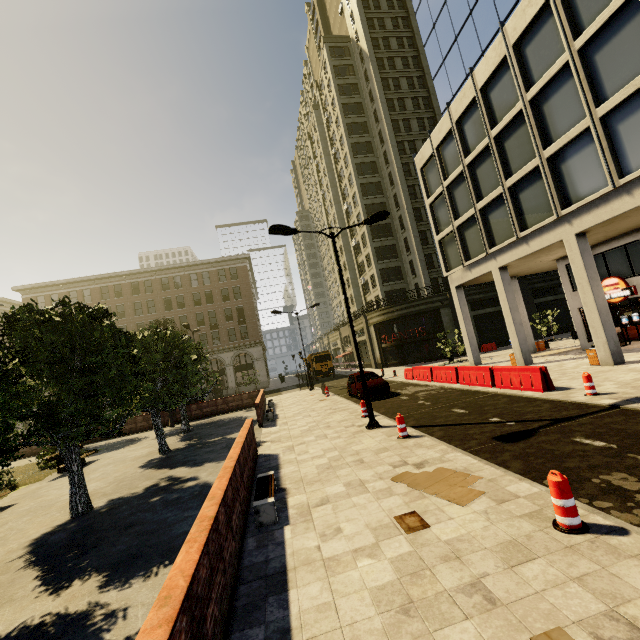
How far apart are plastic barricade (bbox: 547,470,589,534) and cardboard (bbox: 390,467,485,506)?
1.2m

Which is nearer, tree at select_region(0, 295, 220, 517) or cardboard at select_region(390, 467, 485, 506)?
cardboard at select_region(390, 467, 485, 506)

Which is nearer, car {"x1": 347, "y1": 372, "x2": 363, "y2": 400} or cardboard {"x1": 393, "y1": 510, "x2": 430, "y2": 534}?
cardboard {"x1": 393, "y1": 510, "x2": 430, "y2": 534}

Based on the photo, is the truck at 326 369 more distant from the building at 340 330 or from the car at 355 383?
the car at 355 383

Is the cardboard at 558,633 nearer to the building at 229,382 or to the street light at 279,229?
the street light at 279,229

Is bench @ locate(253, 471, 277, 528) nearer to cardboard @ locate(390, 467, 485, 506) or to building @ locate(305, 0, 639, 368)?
cardboard @ locate(390, 467, 485, 506)

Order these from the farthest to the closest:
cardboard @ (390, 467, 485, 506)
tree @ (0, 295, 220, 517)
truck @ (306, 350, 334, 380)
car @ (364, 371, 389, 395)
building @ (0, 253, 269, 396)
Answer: building @ (0, 253, 269, 396) < truck @ (306, 350, 334, 380) < car @ (364, 371, 389, 395) < tree @ (0, 295, 220, 517) < cardboard @ (390, 467, 485, 506)

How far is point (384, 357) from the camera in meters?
38.9 m
